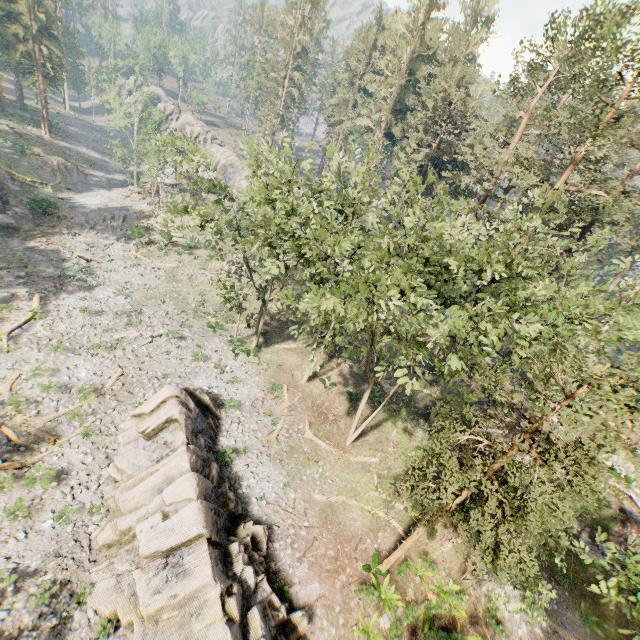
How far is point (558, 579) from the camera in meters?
20.6

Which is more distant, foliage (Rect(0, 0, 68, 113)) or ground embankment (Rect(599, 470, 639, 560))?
foliage (Rect(0, 0, 68, 113))

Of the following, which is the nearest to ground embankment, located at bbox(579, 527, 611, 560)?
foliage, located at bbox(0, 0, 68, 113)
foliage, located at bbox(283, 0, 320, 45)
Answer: foliage, located at bbox(283, 0, 320, 45)

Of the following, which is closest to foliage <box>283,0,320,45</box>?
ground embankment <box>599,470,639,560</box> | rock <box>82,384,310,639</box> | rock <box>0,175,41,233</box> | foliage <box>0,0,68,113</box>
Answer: ground embankment <box>599,470,639,560</box>

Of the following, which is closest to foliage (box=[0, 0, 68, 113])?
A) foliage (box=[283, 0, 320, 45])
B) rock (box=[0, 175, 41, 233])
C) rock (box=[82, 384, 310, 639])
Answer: rock (box=[0, 175, 41, 233])

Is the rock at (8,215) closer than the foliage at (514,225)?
No

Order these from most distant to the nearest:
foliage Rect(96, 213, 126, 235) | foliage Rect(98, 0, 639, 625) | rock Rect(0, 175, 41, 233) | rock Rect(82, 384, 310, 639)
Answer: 1. foliage Rect(96, 213, 126, 235)
2. rock Rect(0, 175, 41, 233)
3. rock Rect(82, 384, 310, 639)
4. foliage Rect(98, 0, 639, 625)

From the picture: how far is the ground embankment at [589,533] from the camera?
22.69m
